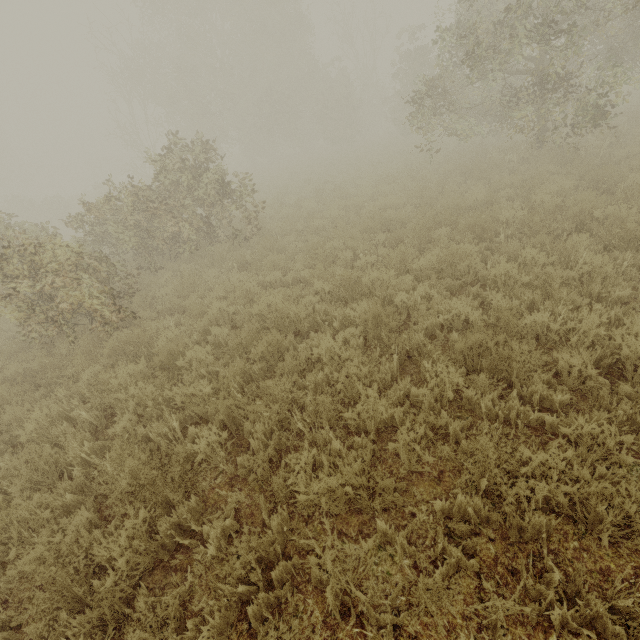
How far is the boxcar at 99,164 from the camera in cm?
5857

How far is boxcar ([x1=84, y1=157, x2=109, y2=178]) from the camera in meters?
58.6

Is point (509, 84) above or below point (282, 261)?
above
